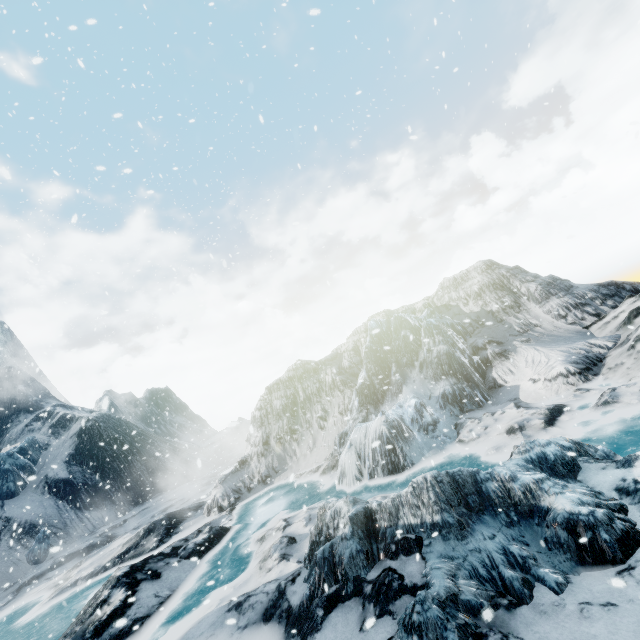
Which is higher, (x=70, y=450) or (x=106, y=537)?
(x=70, y=450)
